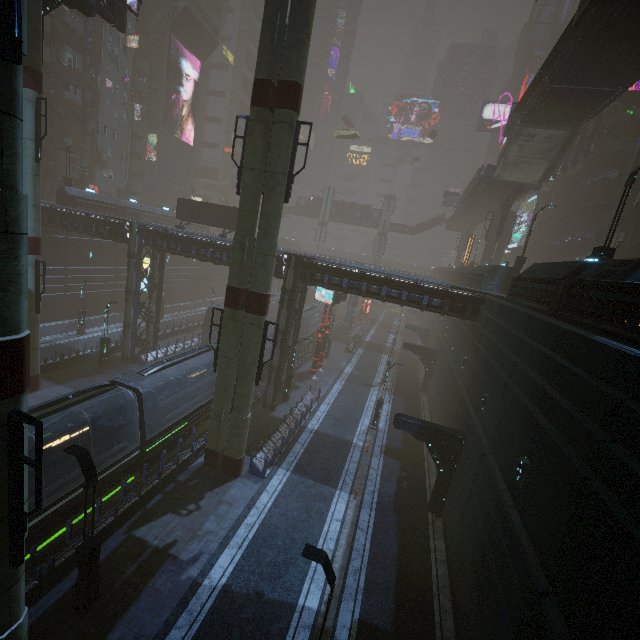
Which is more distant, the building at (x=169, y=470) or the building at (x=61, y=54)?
the building at (x=61, y=54)

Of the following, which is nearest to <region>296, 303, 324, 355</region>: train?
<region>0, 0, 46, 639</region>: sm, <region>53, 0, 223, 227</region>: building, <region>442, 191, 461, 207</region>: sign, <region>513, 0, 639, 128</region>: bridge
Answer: <region>53, 0, 223, 227</region>: building

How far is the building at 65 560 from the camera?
10.20m

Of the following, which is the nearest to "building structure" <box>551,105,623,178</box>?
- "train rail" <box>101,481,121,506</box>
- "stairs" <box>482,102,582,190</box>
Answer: "stairs" <box>482,102,582,190</box>

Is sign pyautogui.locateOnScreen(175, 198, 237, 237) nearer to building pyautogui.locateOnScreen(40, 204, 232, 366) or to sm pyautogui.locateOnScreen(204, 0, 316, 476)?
building pyautogui.locateOnScreen(40, 204, 232, 366)

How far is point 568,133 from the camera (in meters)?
27.53

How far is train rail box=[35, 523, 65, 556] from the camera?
12.7m

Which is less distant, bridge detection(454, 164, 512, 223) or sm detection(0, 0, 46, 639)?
sm detection(0, 0, 46, 639)
